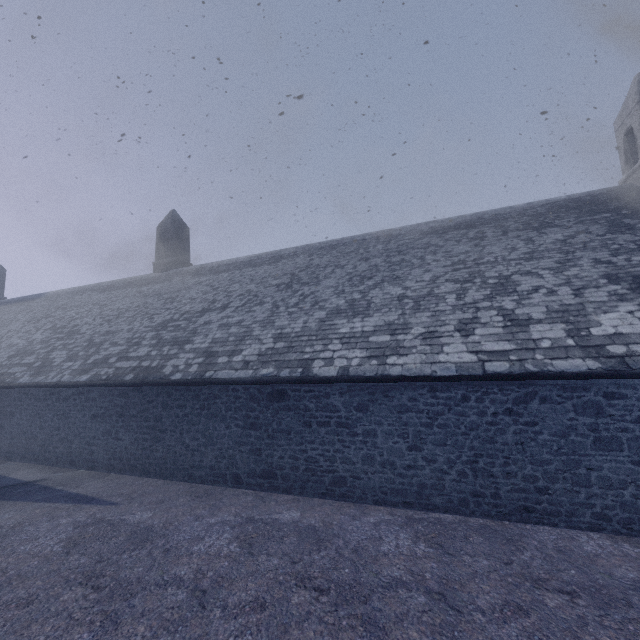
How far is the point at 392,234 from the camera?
14.1 meters
